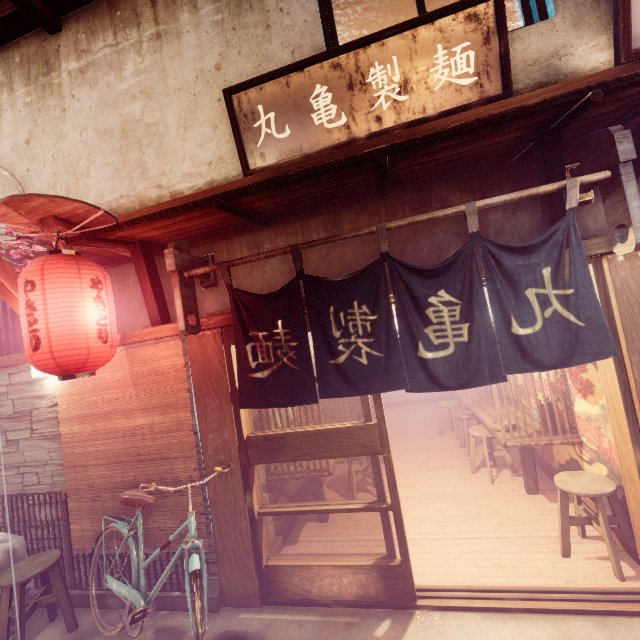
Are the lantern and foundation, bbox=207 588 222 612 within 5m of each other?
yes

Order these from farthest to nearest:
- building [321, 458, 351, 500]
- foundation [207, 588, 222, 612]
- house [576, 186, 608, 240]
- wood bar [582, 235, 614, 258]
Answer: building [321, 458, 351, 500] < foundation [207, 588, 222, 612] < house [576, 186, 608, 240] < wood bar [582, 235, 614, 258]

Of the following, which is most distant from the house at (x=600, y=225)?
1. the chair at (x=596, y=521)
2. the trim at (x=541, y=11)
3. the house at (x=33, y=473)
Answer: the chair at (x=596, y=521)

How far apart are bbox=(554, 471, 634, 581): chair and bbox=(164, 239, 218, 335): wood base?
7.19m

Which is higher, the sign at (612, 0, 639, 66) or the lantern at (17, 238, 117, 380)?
the sign at (612, 0, 639, 66)

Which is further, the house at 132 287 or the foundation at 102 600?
the house at 132 287

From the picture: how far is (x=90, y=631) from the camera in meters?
6.0

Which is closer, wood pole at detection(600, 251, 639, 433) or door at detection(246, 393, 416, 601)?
wood pole at detection(600, 251, 639, 433)
